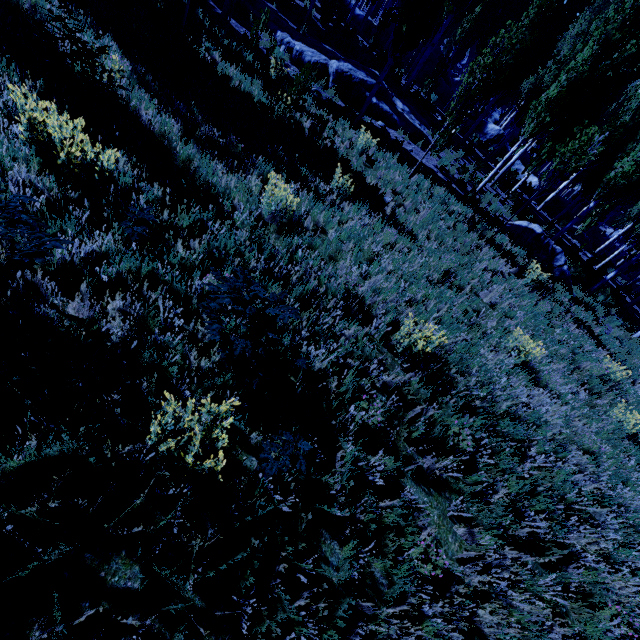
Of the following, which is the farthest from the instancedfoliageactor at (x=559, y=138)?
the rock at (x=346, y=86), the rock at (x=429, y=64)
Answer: the rock at (x=346, y=86)

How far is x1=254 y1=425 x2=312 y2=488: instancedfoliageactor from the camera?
3.1 meters

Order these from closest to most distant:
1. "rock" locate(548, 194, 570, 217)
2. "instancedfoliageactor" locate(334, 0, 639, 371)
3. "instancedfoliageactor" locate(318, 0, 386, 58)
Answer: "instancedfoliageactor" locate(334, 0, 639, 371)
"instancedfoliageactor" locate(318, 0, 386, 58)
"rock" locate(548, 194, 570, 217)

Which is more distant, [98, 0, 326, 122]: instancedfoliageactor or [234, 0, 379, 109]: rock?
[234, 0, 379, 109]: rock

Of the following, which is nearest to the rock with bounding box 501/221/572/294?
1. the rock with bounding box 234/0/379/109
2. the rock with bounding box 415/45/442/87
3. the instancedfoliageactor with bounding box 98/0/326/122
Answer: the instancedfoliageactor with bounding box 98/0/326/122

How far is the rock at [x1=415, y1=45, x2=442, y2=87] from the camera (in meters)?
24.39

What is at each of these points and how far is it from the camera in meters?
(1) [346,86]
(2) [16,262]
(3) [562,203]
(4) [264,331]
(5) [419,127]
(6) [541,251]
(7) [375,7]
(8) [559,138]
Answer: A:
(1) rock, 13.8
(2) instancedfoliageactor, 2.7
(3) rock, 22.9
(4) instancedfoliageactor, 3.3
(5) rock, 15.6
(6) rock, 12.8
(7) instancedfoliageactor, 38.2
(8) instancedfoliageactor, 15.2
